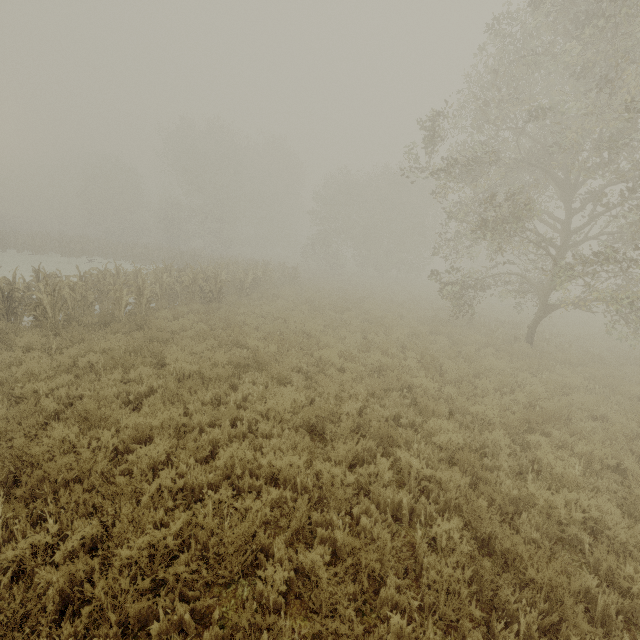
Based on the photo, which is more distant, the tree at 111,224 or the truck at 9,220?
the truck at 9,220

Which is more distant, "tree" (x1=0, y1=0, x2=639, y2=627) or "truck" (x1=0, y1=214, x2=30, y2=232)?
"truck" (x1=0, y1=214, x2=30, y2=232)

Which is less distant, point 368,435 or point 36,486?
point 36,486
